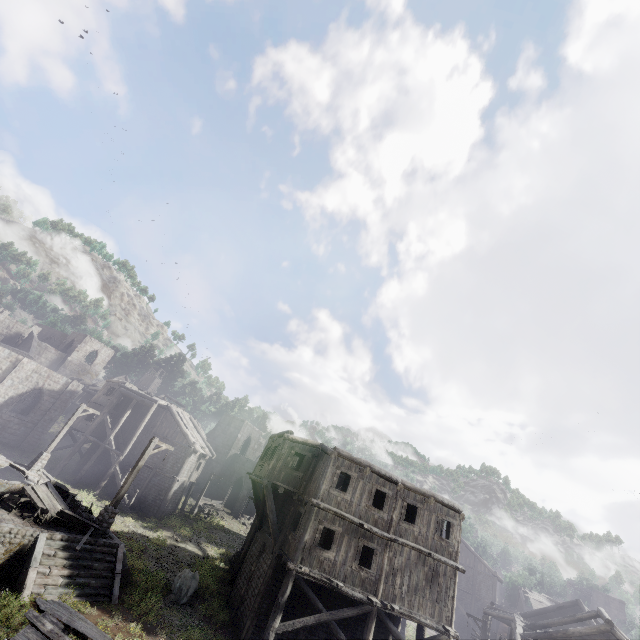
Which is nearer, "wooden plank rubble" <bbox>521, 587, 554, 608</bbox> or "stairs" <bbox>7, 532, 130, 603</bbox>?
"stairs" <bbox>7, 532, 130, 603</bbox>

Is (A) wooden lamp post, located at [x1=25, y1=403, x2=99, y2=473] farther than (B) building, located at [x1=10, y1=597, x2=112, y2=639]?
Yes

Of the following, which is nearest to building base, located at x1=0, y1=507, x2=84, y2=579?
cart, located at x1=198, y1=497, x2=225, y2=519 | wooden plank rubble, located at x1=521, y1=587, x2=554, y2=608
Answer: cart, located at x1=198, y1=497, x2=225, y2=519

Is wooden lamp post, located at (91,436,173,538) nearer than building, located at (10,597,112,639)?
No

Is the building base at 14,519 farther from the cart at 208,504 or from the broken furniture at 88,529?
the cart at 208,504

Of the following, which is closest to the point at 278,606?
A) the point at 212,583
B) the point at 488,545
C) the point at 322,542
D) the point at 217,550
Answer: the point at 212,583

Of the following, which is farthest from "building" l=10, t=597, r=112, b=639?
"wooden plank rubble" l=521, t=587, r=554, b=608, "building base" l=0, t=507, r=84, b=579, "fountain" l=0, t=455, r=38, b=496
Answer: "fountain" l=0, t=455, r=38, b=496

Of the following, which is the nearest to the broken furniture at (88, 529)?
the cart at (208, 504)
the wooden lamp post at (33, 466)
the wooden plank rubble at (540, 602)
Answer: the wooden lamp post at (33, 466)
